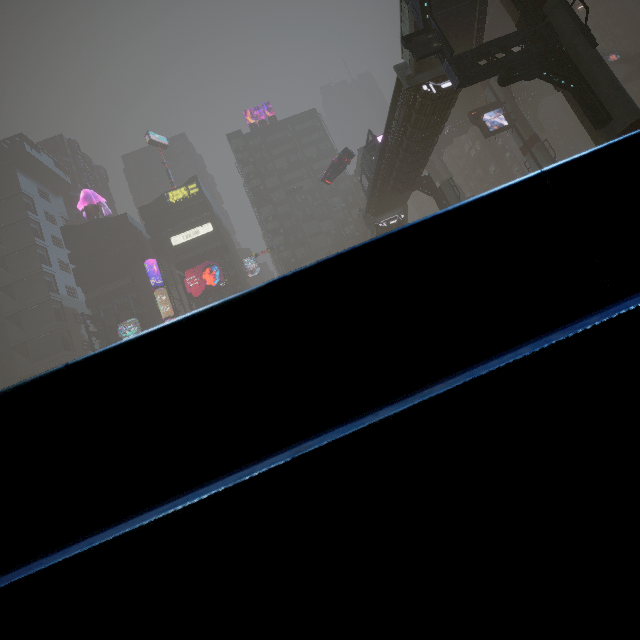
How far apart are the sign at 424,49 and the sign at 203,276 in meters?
42.3

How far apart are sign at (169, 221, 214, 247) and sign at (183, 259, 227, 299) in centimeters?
555cm

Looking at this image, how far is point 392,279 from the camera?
0.74m

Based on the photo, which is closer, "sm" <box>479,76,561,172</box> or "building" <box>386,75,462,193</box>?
"building" <box>386,75,462,193</box>

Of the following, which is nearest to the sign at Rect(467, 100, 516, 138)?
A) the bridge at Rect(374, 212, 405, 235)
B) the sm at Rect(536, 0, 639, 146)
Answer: the bridge at Rect(374, 212, 405, 235)

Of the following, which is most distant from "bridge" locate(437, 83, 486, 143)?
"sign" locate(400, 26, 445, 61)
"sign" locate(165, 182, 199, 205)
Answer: "sign" locate(165, 182, 199, 205)

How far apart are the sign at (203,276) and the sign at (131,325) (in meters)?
9.00

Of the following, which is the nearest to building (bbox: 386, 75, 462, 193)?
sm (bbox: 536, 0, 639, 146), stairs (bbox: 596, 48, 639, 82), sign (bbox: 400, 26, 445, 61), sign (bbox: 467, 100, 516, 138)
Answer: sm (bbox: 536, 0, 639, 146)
